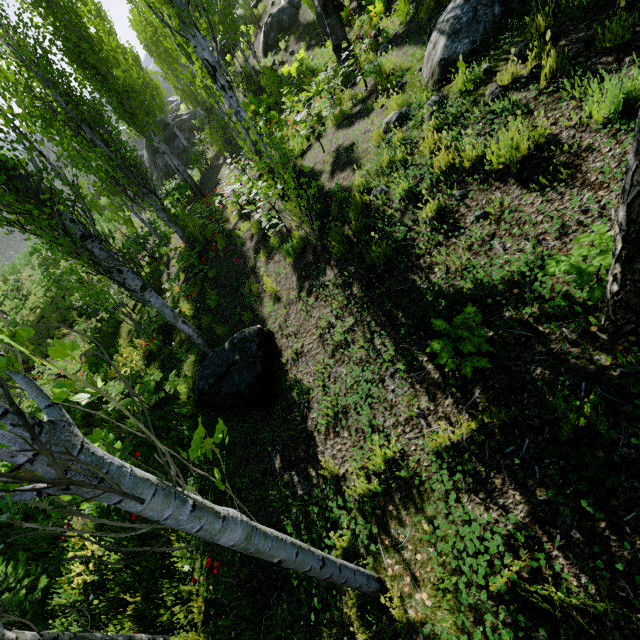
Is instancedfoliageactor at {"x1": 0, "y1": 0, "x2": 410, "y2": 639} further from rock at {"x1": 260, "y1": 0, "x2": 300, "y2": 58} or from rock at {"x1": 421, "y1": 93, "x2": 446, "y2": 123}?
rock at {"x1": 260, "y1": 0, "x2": 300, "y2": 58}

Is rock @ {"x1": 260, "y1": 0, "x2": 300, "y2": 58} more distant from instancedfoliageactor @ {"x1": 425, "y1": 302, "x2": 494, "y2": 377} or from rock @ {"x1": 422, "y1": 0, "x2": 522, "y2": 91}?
rock @ {"x1": 422, "y1": 0, "x2": 522, "y2": 91}

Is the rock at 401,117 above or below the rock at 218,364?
above

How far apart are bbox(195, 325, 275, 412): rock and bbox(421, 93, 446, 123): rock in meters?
4.2 m

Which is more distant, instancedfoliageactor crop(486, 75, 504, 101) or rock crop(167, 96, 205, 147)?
rock crop(167, 96, 205, 147)

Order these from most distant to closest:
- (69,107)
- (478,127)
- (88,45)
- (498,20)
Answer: (88,45)
(69,107)
(498,20)
(478,127)

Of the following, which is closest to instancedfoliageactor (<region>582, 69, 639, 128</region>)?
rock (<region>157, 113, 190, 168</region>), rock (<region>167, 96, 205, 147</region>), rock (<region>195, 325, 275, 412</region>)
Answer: rock (<region>167, 96, 205, 147</region>)

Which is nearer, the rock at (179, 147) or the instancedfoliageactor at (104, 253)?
the instancedfoliageactor at (104, 253)
